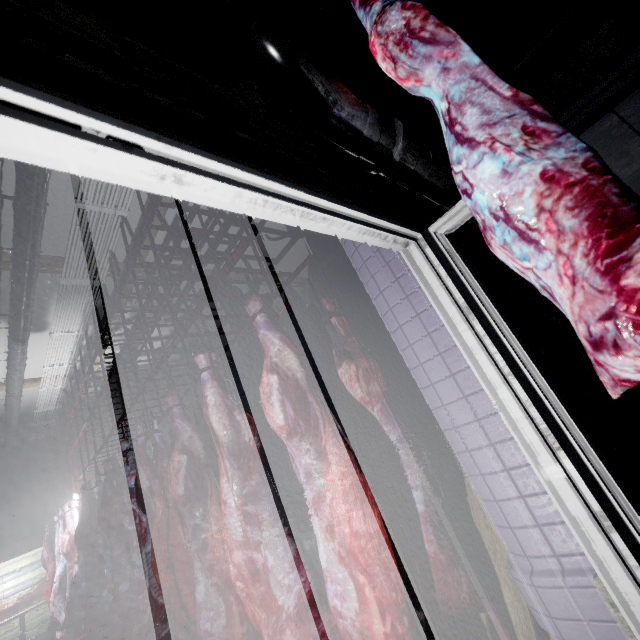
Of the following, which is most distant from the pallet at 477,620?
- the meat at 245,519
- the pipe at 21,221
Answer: the pipe at 21,221

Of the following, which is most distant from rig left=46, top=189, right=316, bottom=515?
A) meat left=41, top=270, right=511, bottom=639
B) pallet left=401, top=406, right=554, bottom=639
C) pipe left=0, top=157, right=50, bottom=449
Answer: pallet left=401, top=406, right=554, bottom=639

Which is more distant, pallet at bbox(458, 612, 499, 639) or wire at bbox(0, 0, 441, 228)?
pallet at bbox(458, 612, 499, 639)

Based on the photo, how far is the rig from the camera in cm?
206

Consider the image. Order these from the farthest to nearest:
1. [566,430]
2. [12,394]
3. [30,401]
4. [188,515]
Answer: [30,401] → [12,394] → [188,515] → [566,430]

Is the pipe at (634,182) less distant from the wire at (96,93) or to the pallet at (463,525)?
the wire at (96,93)

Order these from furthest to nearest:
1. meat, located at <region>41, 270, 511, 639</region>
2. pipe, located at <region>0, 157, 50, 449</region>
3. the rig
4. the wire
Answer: pipe, located at <region>0, 157, 50, 449</region> < the rig < meat, located at <region>41, 270, 511, 639</region> < the wire

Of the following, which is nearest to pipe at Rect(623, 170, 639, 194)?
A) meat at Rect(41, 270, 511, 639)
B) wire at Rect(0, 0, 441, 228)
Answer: wire at Rect(0, 0, 441, 228)
